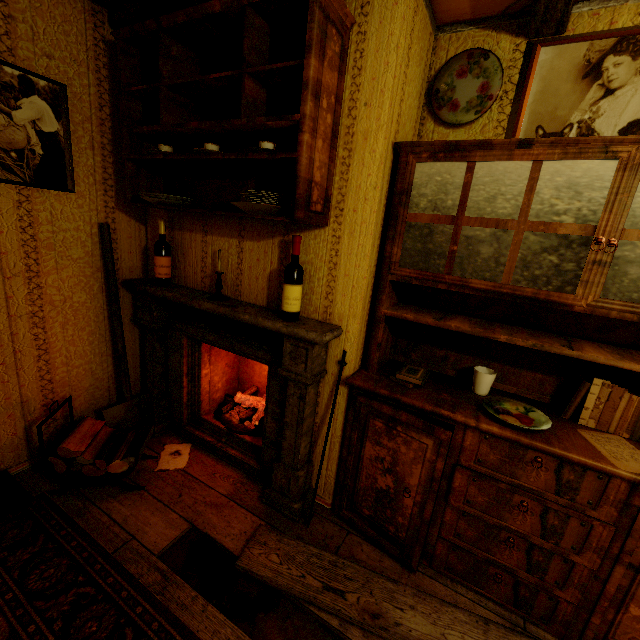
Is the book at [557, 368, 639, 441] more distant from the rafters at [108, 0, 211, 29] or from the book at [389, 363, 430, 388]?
the rafters at [108, 0, 211, 29]

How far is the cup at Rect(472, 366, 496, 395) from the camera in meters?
1.8 m

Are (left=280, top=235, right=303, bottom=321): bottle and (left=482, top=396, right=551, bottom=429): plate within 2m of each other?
yes

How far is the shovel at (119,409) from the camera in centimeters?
223cm

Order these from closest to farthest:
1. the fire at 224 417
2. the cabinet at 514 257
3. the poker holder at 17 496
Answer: the cabinet at 514 257 < the poker holder at 17 496 < the fire at 224 417

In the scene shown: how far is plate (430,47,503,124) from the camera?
1.7m

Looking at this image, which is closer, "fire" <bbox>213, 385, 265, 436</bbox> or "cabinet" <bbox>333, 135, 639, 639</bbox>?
"cabinet" <bbox>333, 135, 639, 639</bbox>

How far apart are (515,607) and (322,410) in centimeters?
137cm
